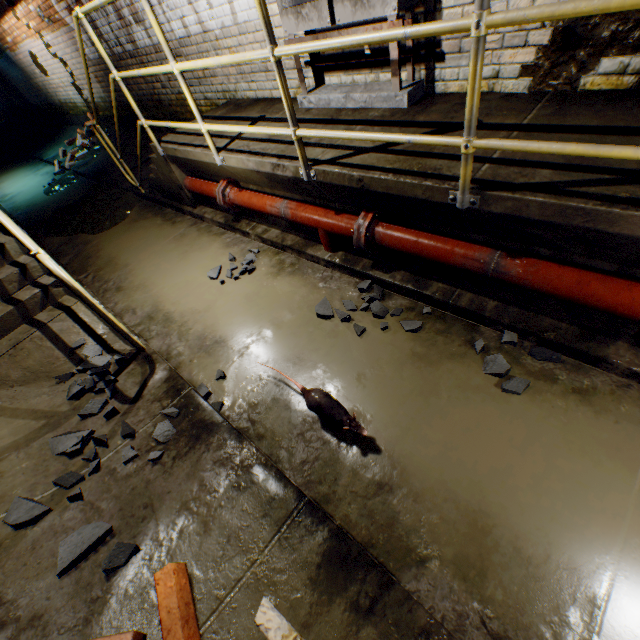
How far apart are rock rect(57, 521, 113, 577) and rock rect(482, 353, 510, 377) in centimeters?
243cm

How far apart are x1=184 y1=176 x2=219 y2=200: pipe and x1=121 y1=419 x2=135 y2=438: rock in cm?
211

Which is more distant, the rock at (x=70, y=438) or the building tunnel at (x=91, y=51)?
the building tunnel at (x=91, y=51)

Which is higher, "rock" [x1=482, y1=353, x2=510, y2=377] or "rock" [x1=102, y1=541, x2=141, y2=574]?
"rock" [x1=102, y1=541, x2=141, y2=574]

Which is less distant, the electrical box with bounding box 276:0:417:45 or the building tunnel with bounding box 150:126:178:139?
the electrical box with bounding box 276:0:417:45

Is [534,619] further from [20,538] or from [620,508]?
[20,538]

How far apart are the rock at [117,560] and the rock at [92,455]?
0.64m

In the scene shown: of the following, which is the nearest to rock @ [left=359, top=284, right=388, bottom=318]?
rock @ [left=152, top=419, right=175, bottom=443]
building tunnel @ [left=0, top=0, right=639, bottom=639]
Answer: building tunnel @ [left=0, top=0, right=639, bottom=639]
